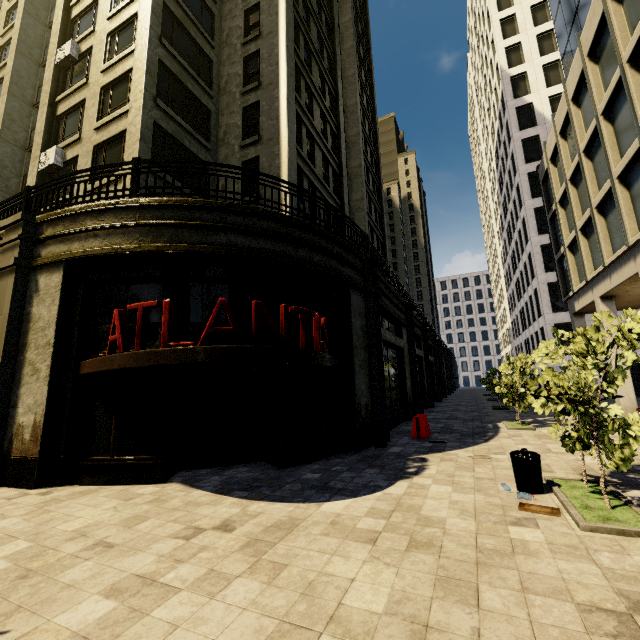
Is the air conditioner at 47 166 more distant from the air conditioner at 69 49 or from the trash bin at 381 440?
the trash bin at 381 440

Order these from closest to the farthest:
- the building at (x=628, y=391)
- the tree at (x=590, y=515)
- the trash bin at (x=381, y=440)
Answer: the tree at (x=590, y=515) < the trash bin at (x=381, y=440) < the building at (x=628, y=391)

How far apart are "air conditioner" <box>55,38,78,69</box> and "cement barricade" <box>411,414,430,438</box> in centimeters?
2308cm

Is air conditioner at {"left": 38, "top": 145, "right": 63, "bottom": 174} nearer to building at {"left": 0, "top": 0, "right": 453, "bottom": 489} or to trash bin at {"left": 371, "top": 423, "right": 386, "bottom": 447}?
building at {"left": 0, "top": 0, "right": 453, "bottom": 489}

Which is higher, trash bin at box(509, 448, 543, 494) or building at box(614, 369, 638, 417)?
building at box(614, 369, 638, 417)

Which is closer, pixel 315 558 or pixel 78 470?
pixel 315 558

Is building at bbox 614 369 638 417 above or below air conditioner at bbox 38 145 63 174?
below

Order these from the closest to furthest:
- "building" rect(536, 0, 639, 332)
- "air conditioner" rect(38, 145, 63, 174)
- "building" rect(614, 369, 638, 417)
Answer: "building" rect(536, 0, 639, 332) < "air conditioner" rect(38, 145, 63, 174) < "building" rect(614, 369, 638, 417)
